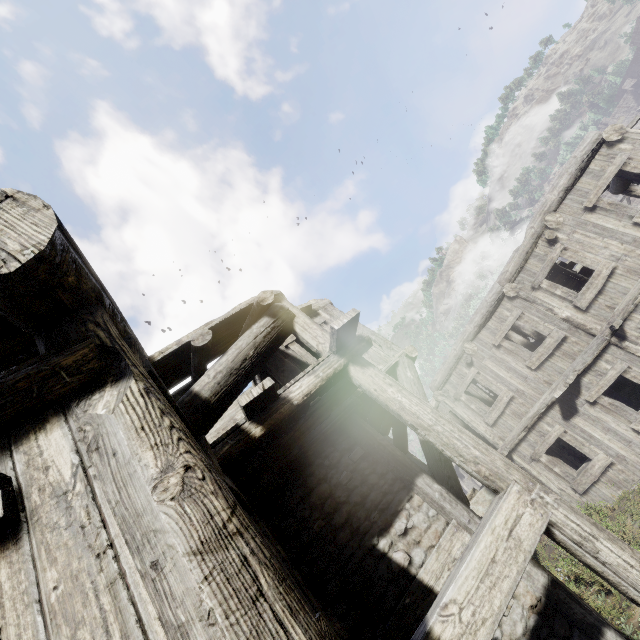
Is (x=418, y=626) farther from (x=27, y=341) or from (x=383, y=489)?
(x=27, y=341)
